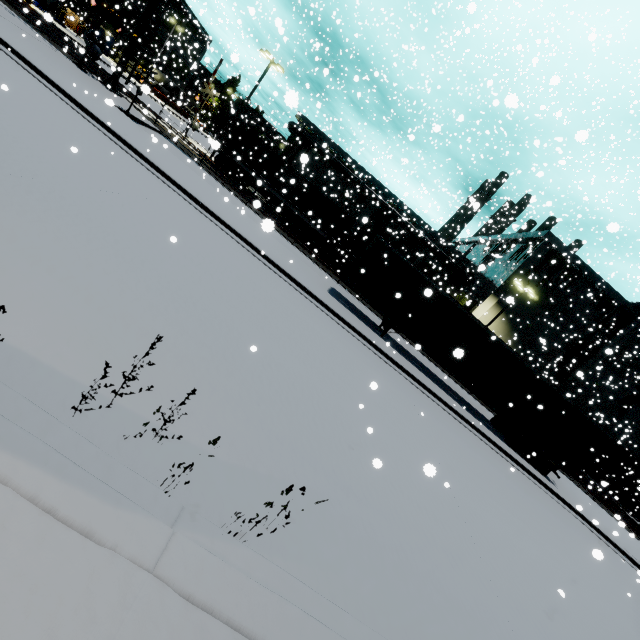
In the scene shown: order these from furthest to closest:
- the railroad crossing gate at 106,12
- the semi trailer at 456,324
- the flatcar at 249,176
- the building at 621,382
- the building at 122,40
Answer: the building at 122,40, the building at 621,382, the flatcar at 249,176, the railroad crossing gate at 106,12, the semi trailer at 456,324

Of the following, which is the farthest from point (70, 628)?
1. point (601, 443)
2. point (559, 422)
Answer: point (601, 443)

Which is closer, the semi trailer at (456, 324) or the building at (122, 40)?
the semi trailer at (456, 324)

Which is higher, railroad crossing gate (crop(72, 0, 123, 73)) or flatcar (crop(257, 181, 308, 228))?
railroad crossing gate (crop(72, 0, 123, 73))

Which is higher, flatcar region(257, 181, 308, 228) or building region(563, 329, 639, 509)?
building region(563, 329, 639, 509)

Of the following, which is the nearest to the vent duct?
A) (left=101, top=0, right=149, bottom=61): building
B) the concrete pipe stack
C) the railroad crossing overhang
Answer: (left=101, top=0, right=149, bottom=61): building

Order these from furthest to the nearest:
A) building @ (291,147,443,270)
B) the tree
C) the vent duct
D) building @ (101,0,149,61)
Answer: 1. building @ (101,0,149,61)
2. building @ (291,147,443,270)
3. the tree
4. the vent duct

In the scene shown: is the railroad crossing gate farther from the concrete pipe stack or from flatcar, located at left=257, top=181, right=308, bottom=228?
the concrete pipe stack
